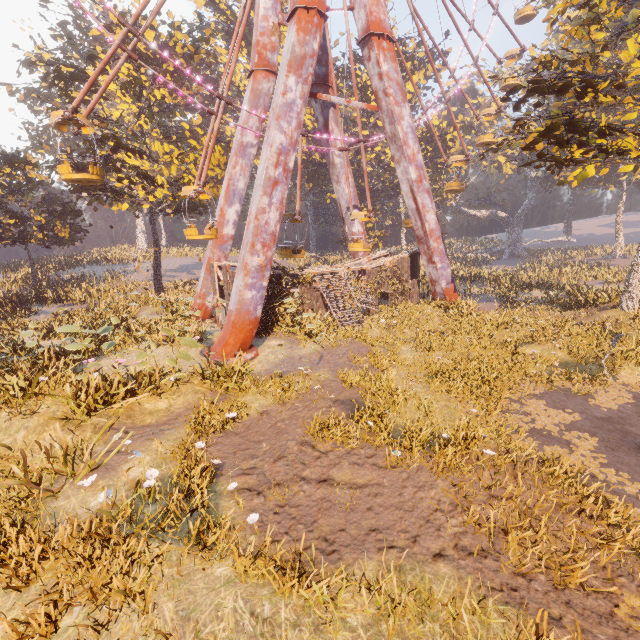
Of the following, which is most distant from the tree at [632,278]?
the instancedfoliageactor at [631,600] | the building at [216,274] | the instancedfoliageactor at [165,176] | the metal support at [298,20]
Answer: the instancedfoliageactor at [631,600]

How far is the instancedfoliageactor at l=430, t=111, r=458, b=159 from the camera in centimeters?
4047cm

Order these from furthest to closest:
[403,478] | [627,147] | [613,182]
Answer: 1. [613,182]
2. [627,147]
3. [403,478]

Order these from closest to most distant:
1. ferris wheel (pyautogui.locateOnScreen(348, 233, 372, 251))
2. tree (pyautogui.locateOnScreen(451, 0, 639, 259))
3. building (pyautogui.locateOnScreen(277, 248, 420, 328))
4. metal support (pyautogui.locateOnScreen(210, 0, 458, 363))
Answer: tree (pyautogui.locateOnScreen(451, 0, 639, 259)) → metal support (pyautogui.locateOnScreen(210, 0, 458, 363)) → building (pyautogui.locateOnScreen(277, 248, 420, 328)) → ferris wheel (pyautogui.locateOnScreen(348, 233, 372, 251))

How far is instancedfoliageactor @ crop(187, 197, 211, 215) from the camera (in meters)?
26.10

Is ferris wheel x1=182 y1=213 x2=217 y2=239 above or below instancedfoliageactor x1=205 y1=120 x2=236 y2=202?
below

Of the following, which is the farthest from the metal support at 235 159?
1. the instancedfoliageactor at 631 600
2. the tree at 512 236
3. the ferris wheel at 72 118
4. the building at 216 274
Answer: the instancedfoliageactor at 631 600
